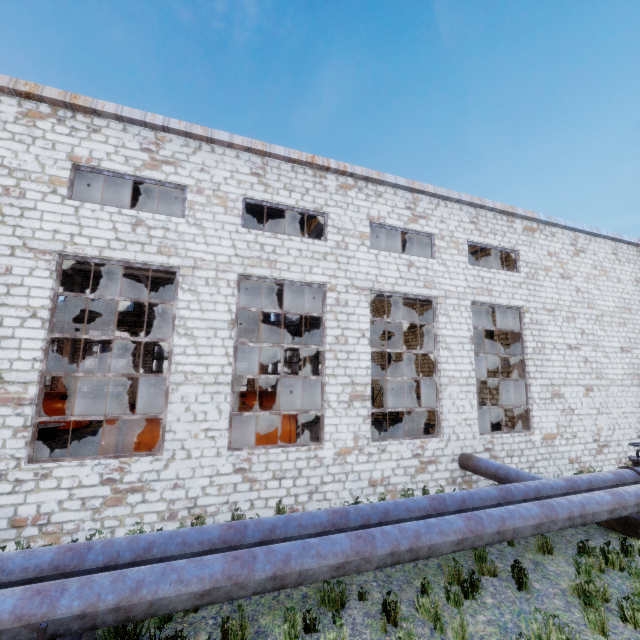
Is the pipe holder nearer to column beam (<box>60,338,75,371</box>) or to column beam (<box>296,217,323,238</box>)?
column beam (<box>296,217,323,238</box>)

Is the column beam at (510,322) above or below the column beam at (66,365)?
above

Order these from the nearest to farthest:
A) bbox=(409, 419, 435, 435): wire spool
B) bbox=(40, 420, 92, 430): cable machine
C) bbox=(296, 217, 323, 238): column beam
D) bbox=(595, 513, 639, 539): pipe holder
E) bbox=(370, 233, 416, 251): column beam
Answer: bbox=(595, 513, 639, 539): pipe holder → bbox=(296, 217, 323, 238): column beam → bbox=(370, 233, 416, 251): column beam → bbox=(409, 419, 435, 435): wire spool → bbox=(40, 420, 92, 430): cable machine

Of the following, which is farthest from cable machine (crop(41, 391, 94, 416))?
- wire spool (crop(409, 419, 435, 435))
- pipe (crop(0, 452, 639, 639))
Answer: wire spool (crop(409, 419, 435, 435))

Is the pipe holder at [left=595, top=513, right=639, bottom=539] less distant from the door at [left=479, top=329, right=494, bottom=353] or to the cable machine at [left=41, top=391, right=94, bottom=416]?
the door at [left=479, top=329, right=494, bottom=353]

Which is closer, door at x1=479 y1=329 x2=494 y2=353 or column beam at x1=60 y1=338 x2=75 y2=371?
door at x1=479 y1=329 x2=494 y2=353

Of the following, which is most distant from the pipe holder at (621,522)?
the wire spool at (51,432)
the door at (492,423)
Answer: the wire spool at (51,432)

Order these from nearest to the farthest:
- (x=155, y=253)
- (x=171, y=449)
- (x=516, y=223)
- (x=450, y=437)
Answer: (x=171, y=449) < (x=155, y=253) < (x=450, y=437) < (x=516, y=223)
